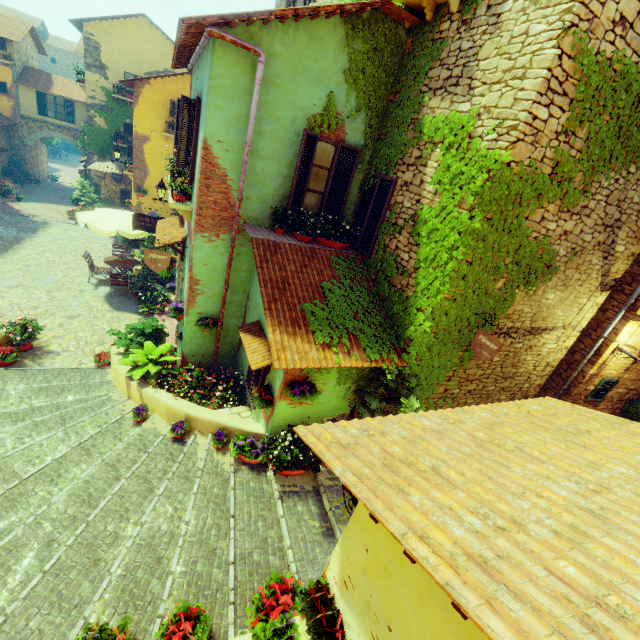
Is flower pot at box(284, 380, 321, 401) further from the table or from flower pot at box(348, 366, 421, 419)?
the table

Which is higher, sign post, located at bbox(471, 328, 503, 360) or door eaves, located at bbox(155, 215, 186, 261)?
sign post, located at bbox(471, 328, 503, 360)

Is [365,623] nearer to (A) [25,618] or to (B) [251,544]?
(B) [251,544]

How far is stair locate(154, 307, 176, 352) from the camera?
9.70m

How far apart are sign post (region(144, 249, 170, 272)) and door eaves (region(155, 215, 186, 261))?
1.1 meters

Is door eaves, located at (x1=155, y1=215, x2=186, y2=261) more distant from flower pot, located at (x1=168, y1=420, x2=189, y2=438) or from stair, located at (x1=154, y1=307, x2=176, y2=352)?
flower pot, located at (x1=168, y1=420, x2=189, y2=438)

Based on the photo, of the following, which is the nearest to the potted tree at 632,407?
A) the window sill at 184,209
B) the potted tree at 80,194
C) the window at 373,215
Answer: the window at 373,215

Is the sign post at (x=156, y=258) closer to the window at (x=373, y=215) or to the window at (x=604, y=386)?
the window at (x=373, y=215)
